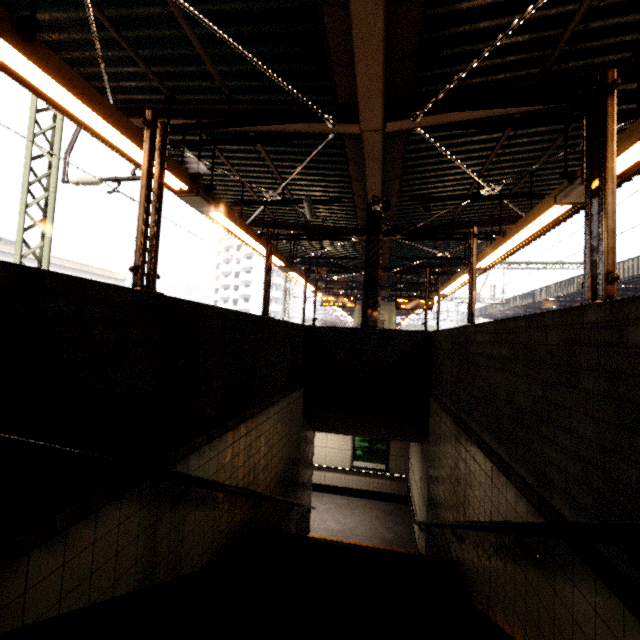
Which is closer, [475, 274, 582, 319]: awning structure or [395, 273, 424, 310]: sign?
[395, 273, 424, 310]: sign

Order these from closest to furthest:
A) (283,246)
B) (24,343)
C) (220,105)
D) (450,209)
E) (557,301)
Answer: (24,343), (220,105), (450,209), (283,246), (557,301)

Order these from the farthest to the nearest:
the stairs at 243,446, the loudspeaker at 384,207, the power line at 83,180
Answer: the power line at 83,180 < the loudspeaker at 384,207 < the stairs at 243,446

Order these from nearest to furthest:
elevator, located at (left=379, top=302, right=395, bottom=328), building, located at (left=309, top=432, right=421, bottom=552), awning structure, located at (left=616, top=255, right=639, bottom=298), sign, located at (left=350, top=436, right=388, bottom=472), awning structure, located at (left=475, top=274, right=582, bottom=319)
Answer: building, located at (left=309, top=432, right=421, bottom=552) → sign, located at (left=350, top=436, right=388, bottom=472) → awning structure, located at (left=616, top=255, right=639, bottom=298) → awning structure, located at (left=475, top=274, right=582, bottom=319) → elevator, located at (left=379, top=302, right=395, bottom=328)

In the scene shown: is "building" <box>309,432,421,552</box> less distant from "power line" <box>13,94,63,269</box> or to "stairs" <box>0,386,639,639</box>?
"stairs" <box>0,386,639,639</box>

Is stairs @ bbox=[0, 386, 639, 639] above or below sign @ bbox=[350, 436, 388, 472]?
above

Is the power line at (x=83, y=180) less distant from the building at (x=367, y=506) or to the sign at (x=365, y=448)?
the building at (x=367, y=506)

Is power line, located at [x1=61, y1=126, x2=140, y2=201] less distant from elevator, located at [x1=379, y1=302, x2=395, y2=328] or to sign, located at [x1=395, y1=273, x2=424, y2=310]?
sign, located at [x1=395, y1=273, x2=424, y2=310]
